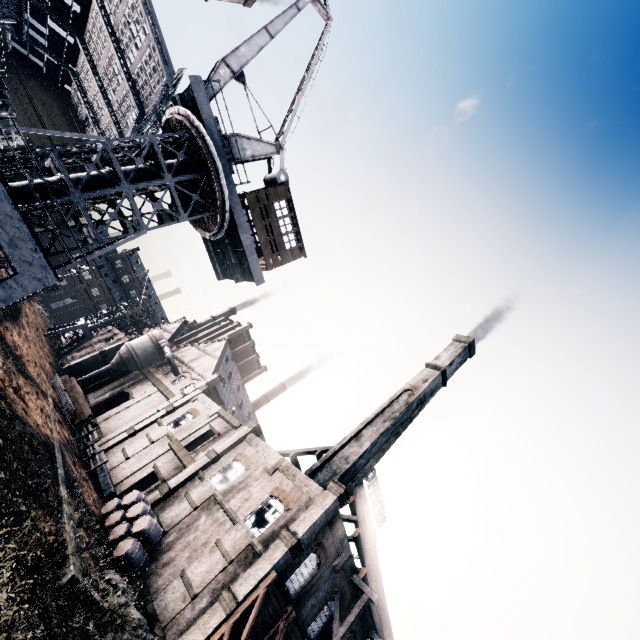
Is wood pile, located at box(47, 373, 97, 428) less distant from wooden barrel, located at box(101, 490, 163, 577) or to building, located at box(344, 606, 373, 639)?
building, located at box(344, 606, 373, 639)

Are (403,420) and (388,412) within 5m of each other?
yes

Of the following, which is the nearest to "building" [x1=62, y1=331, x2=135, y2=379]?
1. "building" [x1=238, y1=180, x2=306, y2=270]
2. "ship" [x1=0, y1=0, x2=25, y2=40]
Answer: "ship" [x1=0, y1=0, x2=25, y2=40]

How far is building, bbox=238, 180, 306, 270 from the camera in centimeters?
1864cm

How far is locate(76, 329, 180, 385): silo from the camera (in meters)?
47.16

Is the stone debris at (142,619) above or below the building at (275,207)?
below

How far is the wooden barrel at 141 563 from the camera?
20.3m

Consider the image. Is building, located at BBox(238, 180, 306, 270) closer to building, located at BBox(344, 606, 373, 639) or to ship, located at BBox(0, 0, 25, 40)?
ship, located at BBox(0, 0, 25, 40)
